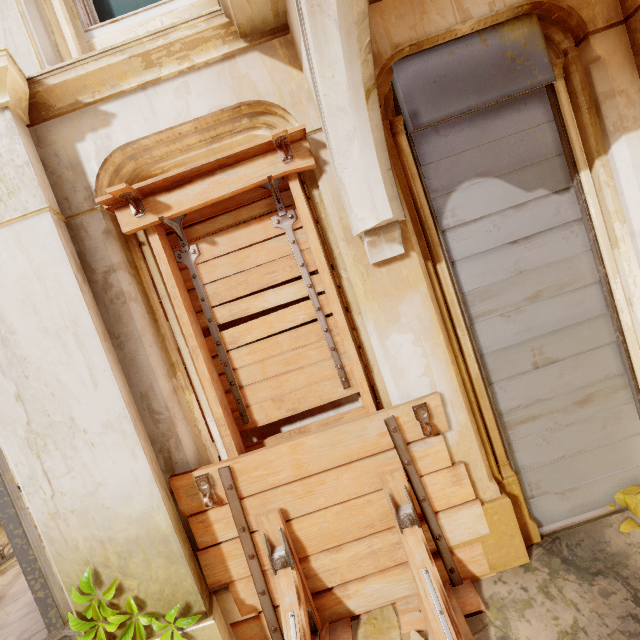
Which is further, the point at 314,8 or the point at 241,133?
the point at 241,133

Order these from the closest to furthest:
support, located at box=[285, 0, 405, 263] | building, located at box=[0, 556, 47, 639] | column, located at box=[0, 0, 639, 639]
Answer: support, located at box=[285, 0, 405, 263] < column, located at box=[0, 0, 639, 639] < building, located at box=[0, 556, 47, 639]

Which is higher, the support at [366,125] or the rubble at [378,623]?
the support at [366,125]

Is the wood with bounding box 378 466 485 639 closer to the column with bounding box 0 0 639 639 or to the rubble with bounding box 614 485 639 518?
the column with bounding box 0 0 639 639

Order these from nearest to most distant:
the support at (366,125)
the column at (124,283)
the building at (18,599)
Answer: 1. the support at (366,125)
2. the column at (124,283)
3. the building at (18,599)

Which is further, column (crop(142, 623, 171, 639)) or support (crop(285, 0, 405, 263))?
column (crop(142, 623, 171, 639))

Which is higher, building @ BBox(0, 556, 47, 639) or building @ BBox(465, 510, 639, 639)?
building @ BBox(0, 556, 47, 639)

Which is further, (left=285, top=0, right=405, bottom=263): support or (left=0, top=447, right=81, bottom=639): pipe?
(left=0, top=447, right=81, bottom=639): pipe
